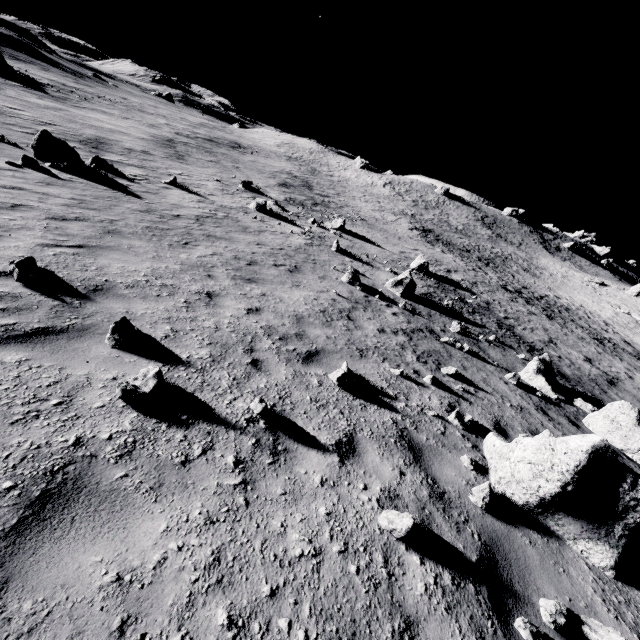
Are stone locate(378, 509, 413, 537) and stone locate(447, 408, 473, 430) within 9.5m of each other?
yes

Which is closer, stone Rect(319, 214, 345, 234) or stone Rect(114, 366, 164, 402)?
stone Rect(114, 366, 164, 402)

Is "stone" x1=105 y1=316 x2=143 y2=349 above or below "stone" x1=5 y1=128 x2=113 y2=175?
above

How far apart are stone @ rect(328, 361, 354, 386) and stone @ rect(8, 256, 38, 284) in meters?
4.9

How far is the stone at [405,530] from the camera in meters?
3.1 m

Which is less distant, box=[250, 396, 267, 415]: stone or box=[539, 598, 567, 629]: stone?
box=[539, 598, 567, 629]: stone

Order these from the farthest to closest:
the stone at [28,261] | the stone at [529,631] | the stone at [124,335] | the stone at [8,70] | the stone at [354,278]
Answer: the stone at [8,70]
the stone at [354,278]
the stone at [28,261]
the stone at [124,335]
the stone at [529,631]

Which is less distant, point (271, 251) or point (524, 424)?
point (524, 424)
